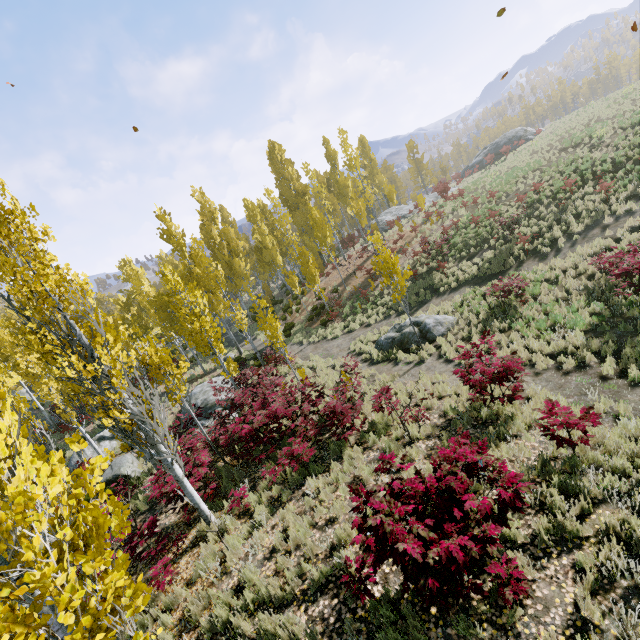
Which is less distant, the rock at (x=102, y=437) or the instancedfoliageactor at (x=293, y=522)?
the instancedfoliageactor at (x=293, y=522)

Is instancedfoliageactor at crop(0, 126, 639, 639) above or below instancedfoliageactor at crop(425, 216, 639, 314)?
above

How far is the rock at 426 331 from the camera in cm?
1365

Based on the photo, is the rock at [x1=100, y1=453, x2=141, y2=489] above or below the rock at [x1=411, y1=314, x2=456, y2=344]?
above

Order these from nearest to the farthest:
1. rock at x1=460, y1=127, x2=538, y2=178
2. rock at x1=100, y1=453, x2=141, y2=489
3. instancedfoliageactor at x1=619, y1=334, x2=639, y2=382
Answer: instancedfoliageactor at x1=619, y1=334, x2=639, y2=382
rock at x1=100, y1=453, x2=141, y2=489
rock at x1=460, y1=127, x2=538, y2=178

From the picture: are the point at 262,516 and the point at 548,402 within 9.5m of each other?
yes

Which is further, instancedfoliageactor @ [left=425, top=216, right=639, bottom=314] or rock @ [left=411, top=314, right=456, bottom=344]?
rock @ [left=411, top=314, right=456, bottom=344]

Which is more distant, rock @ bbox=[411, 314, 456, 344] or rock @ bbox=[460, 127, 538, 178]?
rock @ bbox=[460, 127, 538, 178]
